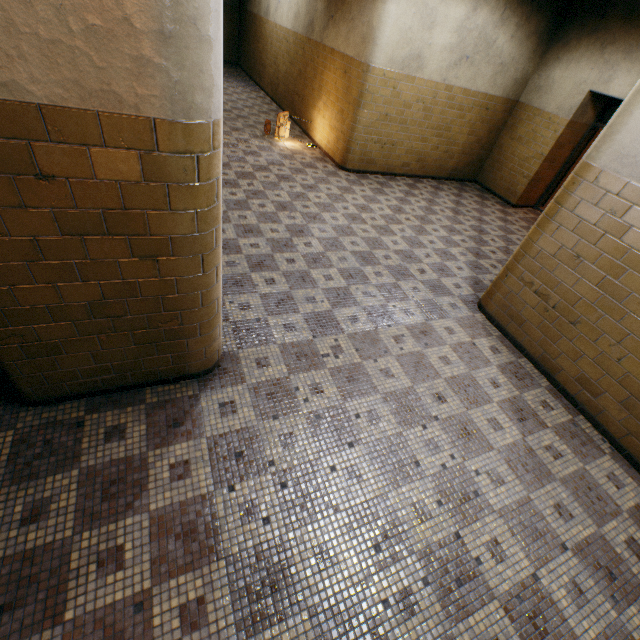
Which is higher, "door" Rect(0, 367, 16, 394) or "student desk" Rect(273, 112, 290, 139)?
"student desk" Rect(273, 112, 290, 139)

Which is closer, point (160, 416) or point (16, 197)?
point (16, 197)

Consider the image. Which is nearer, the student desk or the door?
→ the door

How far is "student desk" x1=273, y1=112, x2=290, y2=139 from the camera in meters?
7.7

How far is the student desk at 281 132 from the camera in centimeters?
774cm

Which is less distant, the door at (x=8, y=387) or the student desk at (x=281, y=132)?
the door at (x=8, y=387)
